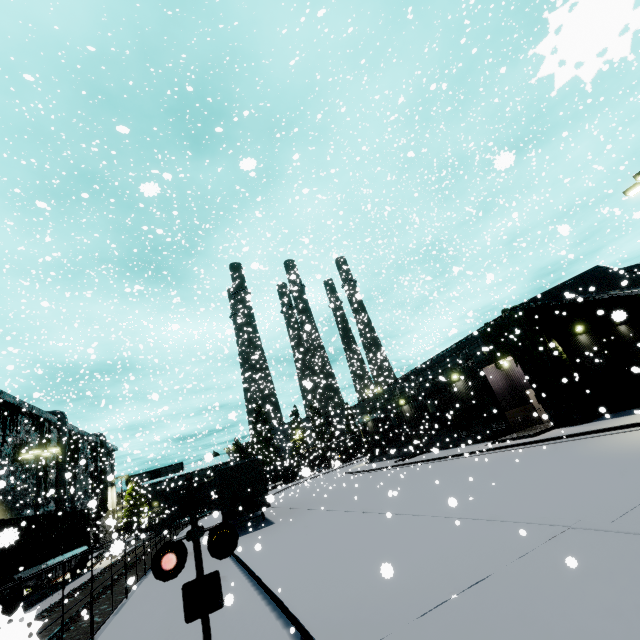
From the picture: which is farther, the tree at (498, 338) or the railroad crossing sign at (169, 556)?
the tree at (498, 338)

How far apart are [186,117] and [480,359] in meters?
25.1

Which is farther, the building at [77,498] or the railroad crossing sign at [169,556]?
the building at [77,498]

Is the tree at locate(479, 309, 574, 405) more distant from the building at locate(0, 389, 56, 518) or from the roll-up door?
the roll-up door

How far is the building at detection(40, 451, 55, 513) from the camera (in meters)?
32.03

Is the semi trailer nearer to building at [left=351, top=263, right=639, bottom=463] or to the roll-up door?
building at [left=351, top=263, right=639, bottom=463]

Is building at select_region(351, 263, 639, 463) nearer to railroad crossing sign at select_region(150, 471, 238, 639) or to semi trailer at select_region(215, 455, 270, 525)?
semi trailer at select_region(215, 455, 270, 525)

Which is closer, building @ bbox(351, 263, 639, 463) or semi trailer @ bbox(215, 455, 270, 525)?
semi trailer @ bbox(215, 455, 270, 525)
